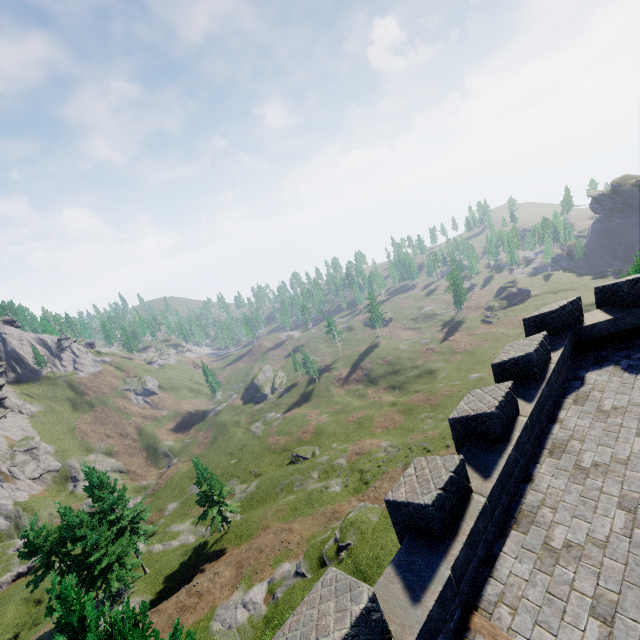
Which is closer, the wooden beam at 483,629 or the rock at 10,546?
the wooden beam at 483,629

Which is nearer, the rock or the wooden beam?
the wooden beam

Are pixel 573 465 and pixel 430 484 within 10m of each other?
yes

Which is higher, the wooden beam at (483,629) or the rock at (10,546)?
the wooden beam at (483,629)

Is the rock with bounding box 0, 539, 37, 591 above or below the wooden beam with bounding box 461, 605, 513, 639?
below
